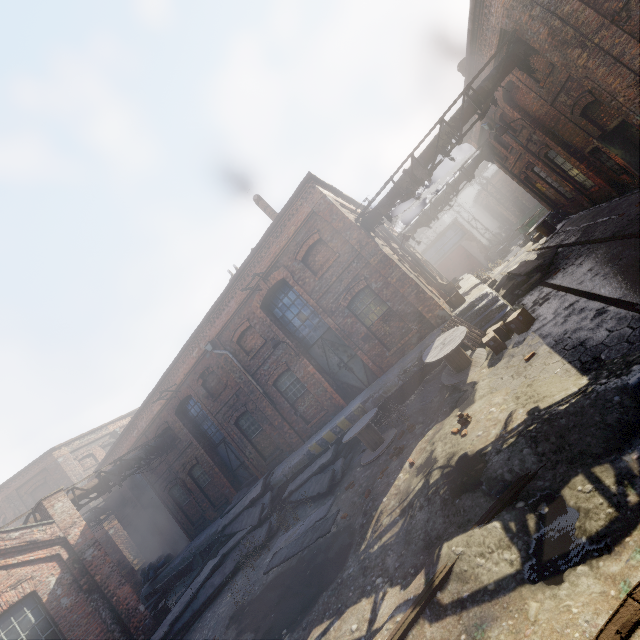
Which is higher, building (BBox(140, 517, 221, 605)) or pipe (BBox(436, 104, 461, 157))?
pipe (BBox(436, 104, 461, 157))

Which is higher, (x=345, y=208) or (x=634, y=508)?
(x=345, y=208)

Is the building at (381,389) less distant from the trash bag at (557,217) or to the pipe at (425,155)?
the pipe at (425,155)

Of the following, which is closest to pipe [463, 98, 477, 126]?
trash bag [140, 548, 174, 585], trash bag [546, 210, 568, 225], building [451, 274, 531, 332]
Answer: building [451, 274, 531, 332]

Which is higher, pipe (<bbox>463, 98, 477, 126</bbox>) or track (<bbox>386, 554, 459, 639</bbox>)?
pipe (<bbox>463, 98, 477, 126</bbox>)

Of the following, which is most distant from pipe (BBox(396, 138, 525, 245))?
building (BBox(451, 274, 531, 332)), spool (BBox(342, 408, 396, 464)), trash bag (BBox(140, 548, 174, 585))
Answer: trash bag (BBox(140, 548, 174, 585))

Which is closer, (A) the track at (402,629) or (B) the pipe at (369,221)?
(A) the track at (402,629)

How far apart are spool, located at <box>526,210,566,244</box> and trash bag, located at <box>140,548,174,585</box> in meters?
27.8
